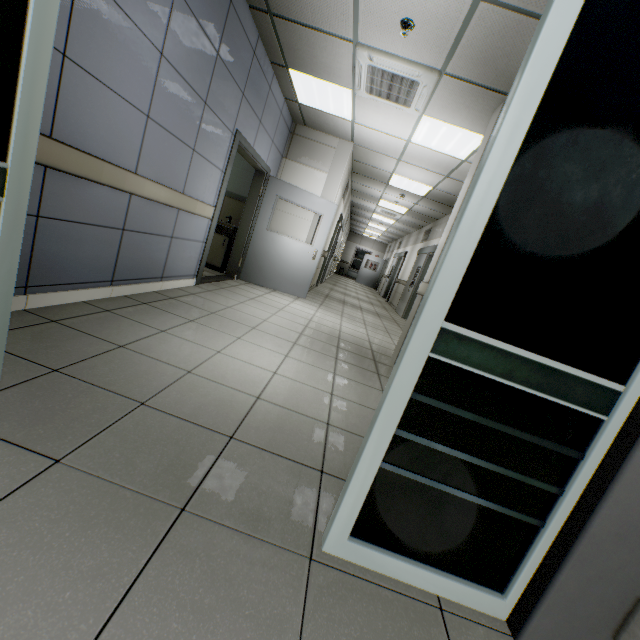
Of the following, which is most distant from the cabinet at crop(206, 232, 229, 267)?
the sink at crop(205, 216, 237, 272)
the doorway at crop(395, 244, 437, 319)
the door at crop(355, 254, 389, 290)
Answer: the door at crop(355, 254, 389, 290)

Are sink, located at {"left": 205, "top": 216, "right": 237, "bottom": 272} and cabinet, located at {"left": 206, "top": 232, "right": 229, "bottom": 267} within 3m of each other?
yes

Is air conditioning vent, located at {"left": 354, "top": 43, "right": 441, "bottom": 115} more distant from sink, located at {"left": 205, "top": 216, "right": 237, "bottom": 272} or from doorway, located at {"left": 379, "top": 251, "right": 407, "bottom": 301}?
doorway, located at {"left": 379, "top": 251, "right": 407, "bottom": 301}

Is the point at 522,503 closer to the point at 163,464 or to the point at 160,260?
the point at 163,464

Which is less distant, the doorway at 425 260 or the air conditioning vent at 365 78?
the air conditioning vent at 365 78

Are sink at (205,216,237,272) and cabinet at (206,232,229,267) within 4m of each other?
yes

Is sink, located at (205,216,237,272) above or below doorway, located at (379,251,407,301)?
below

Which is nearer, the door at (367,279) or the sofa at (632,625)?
the sofa at (632,625)
